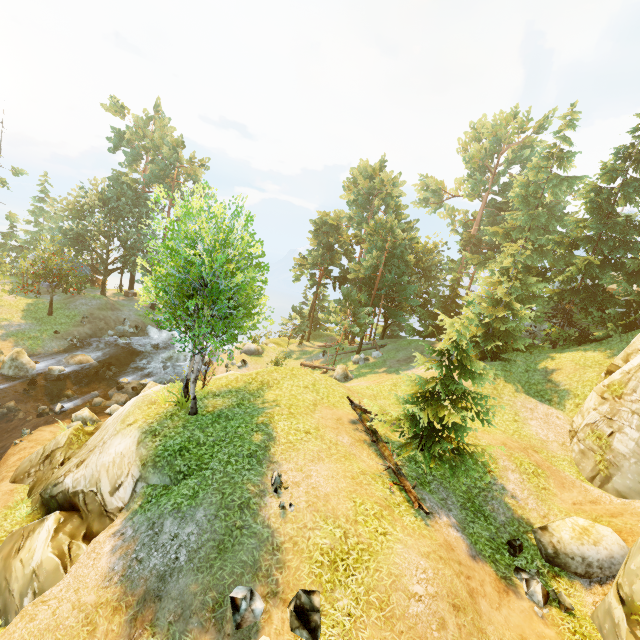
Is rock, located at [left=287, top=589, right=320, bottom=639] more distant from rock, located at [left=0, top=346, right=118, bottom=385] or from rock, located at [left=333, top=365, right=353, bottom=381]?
rock, located at [left=0, top=346, right=118, bottom=385]

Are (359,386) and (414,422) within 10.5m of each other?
yes

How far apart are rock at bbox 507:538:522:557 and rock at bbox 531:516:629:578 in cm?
54

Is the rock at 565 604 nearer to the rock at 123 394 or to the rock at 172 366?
the rock at 123 394

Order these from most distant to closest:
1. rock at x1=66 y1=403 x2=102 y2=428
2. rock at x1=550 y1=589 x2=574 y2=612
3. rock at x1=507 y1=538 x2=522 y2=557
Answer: rock at x1=66 y1=403 x2=102 y2=428 < rock at x1=507 y1=538 x2=522 y2=557 < rock at x1=550 y1=589 x2=574 y2=612

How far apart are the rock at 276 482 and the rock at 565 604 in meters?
8.4

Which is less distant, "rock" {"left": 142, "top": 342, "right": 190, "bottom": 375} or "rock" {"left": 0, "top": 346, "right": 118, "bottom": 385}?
"rock" {"left": 0, "top": 346, "right": 118, "bottom": 385}

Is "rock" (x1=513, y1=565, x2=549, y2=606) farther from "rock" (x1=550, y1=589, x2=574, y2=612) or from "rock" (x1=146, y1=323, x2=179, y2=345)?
"rock" (x1=146, y1=323, x2=179, y2=345)
